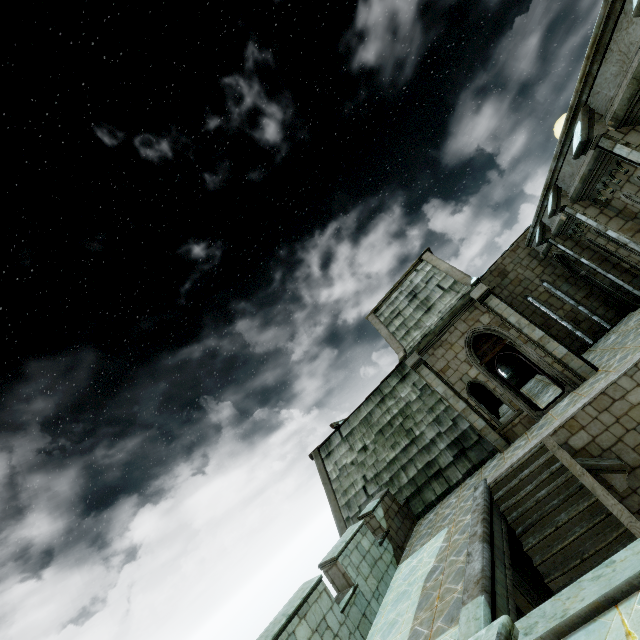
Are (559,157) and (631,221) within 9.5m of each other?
yes
